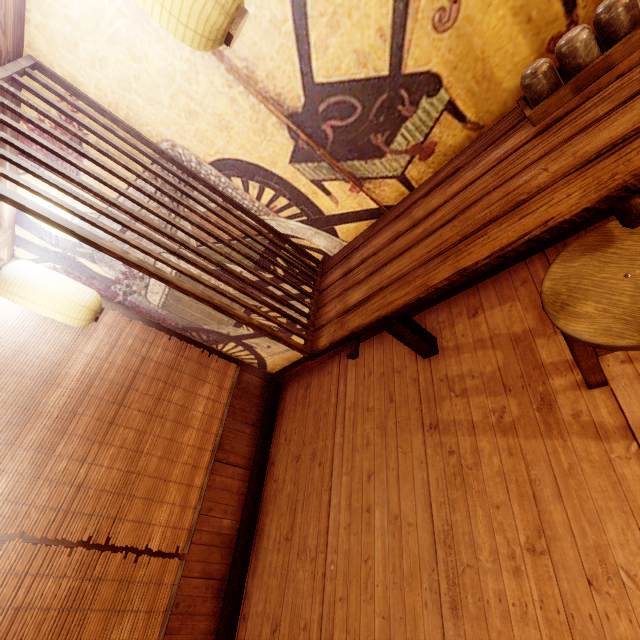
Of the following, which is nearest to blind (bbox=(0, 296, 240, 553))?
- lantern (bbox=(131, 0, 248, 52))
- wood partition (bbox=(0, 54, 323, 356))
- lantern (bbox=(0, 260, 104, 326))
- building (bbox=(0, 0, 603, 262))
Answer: building (bbox=(0, 0, 603, 262))

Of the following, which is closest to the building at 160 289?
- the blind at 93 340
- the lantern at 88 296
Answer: the blind at 93 340

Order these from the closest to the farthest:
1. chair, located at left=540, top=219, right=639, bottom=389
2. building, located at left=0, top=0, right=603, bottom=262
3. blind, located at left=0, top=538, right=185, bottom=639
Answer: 1. chair, located at left=540, top=219, right=639, bottom=389
2. building, located at left=0, top=0, right=603, bottom=262
3. blind, located at left=0, top=538, right=185, bottom=639

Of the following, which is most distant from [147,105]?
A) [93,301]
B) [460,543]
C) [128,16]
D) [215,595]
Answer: [215,595]

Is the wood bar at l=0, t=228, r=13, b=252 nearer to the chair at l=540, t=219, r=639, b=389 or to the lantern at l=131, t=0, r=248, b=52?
the lantern at l=131, t=0, r=248, b=52

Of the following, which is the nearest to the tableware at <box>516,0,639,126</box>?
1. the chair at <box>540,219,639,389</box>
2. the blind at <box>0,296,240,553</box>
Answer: the chair at <box>540,219,639,389</box>

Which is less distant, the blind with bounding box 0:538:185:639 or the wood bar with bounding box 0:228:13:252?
the blind with bounding box 0:538:185:639

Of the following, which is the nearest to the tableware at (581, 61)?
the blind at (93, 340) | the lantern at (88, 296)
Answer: the lantern at (88, 296)
